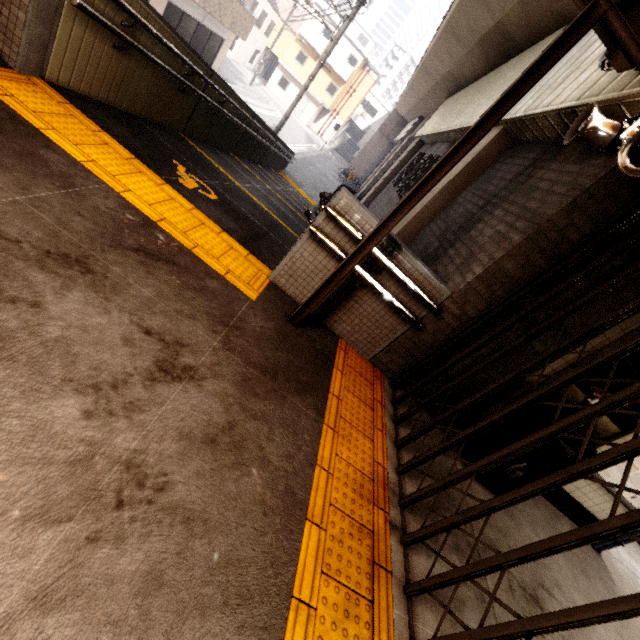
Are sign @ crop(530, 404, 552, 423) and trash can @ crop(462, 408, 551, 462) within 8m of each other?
yes

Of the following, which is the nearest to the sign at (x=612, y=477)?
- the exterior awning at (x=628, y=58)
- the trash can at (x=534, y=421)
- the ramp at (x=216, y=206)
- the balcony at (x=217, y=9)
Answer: the trash can at (x=534, y=421)

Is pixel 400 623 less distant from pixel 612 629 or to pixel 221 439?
pixel 221 439

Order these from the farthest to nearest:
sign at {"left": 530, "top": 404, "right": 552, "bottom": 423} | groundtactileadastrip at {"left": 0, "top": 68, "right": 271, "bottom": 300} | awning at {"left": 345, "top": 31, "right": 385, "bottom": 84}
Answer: awning at {"left": 345, "top": 31, "right": 385, "bottom": 84}, sign at {"left": 530, "top": 404, "right": 552, "bottom": 423}, groundtactileadastrip at {"left": 0, "top": 68, "right": 271, "bottom": 300}

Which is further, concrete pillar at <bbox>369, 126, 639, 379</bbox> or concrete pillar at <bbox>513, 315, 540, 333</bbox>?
concrete pillar at <bbox>513, 315, 540, 333</bbox>

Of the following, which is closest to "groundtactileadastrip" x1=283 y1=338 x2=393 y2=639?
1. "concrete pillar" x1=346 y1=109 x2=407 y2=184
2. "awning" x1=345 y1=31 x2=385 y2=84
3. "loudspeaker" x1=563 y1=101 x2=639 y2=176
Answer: "loudspeaker" x1=563 y1=101 x2=639 y2=176

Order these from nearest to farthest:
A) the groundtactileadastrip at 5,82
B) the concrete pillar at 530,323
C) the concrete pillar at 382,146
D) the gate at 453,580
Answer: the gate at 453,580, the groundtactileadastrip at 5,82, the concrete pillar at 530,323, the concrete pillar at 382,146

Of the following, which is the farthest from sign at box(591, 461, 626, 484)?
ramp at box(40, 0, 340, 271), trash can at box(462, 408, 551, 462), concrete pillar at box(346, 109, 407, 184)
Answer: concrete pillar at box(346, 109, 407, 184)
